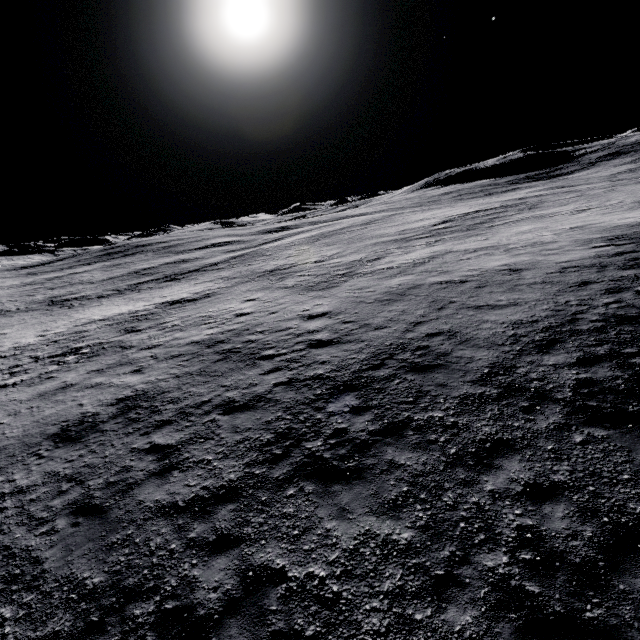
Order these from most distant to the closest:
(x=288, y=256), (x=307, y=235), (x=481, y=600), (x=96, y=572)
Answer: (x=307, y=235), (x=288, y=256), (x=96, y=572), (x=481, y=600)
